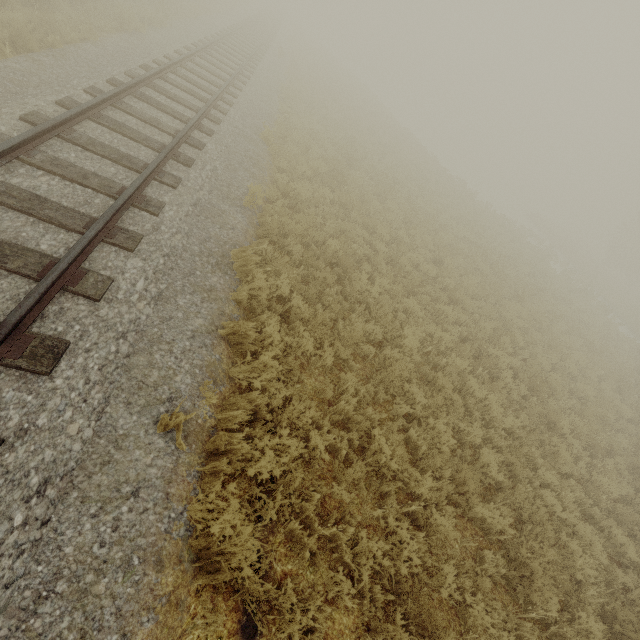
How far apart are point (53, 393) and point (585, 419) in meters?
11.7 m
